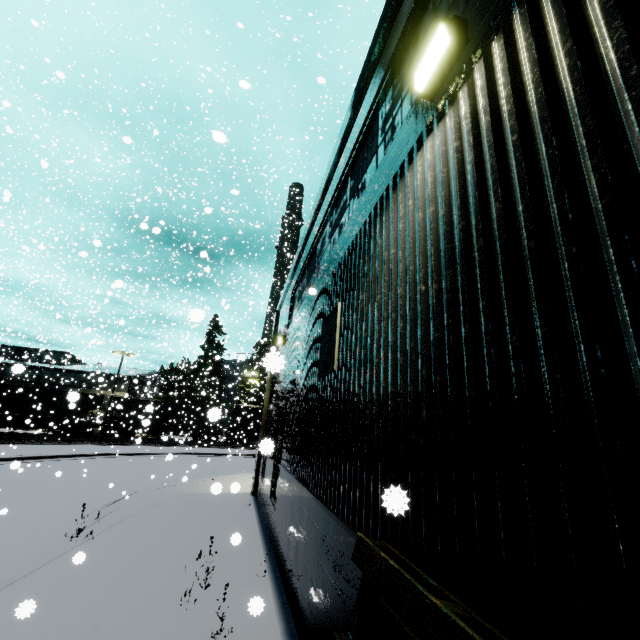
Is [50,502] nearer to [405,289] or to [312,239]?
[312,239]

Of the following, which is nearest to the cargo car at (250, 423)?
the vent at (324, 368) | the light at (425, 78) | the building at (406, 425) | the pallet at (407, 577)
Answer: the building at (406, 425)

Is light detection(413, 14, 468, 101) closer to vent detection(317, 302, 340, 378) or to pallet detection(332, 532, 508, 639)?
vent detection(317, 302, 340, 378)

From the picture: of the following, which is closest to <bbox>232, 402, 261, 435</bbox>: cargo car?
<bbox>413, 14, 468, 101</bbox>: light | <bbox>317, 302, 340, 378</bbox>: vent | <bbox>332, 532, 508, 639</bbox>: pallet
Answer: <bbox>317, 302, 340, 378</bbox>: vent

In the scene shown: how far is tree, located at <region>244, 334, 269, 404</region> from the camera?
22.1 meters

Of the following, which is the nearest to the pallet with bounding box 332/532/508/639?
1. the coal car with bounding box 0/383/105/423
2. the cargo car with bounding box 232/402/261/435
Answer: the coal car with bounding box 0/383/105/423

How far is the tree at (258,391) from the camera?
22.1m

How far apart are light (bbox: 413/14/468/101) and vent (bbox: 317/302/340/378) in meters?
2.6
